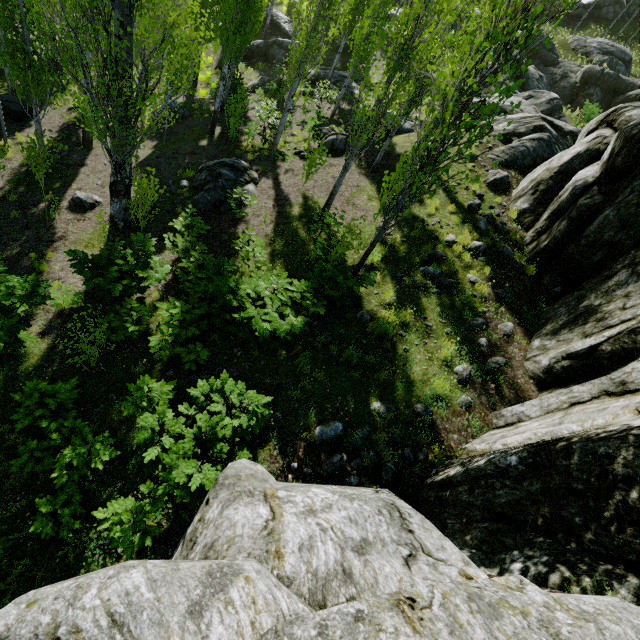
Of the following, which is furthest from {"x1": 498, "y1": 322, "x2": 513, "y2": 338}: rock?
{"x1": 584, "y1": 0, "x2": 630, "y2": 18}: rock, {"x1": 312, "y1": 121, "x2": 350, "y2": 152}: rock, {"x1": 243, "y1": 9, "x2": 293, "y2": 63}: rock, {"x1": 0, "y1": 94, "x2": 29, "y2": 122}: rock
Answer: {"x1": 584, "y1": 0, "x2": 630, "y2": 18}: rock

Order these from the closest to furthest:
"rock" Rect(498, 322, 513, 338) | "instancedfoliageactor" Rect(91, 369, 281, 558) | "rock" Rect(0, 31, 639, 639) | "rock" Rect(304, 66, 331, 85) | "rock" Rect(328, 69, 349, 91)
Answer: "rock" Rect(0, 31, 639, 639) < "instancedfoliageactor" Rect(91, 369, 281, 558) < "rock" Rect(498, 322, 513, 338) < "rock" Rect(328, 69, 349, 91) < "rock" Rect(304, 66, 331, 85)

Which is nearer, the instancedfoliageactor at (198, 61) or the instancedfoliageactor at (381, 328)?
the instancedfoliageactor at (198, 61)

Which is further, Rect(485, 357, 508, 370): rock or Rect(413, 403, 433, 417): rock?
Rect(485, 357, 508, 370): rock

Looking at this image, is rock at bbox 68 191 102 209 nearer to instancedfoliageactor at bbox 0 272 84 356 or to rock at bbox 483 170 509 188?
instancedfoliageactor at bbox 0 272 84 356

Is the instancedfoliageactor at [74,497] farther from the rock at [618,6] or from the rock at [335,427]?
the rock at [618,6]

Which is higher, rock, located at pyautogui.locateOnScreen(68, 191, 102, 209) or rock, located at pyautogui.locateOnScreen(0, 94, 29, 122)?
rock, located at pyautogui.locateOnScreen(68, 191, 102, 209)

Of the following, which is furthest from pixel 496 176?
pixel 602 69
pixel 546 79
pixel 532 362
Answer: pixel 602 69
